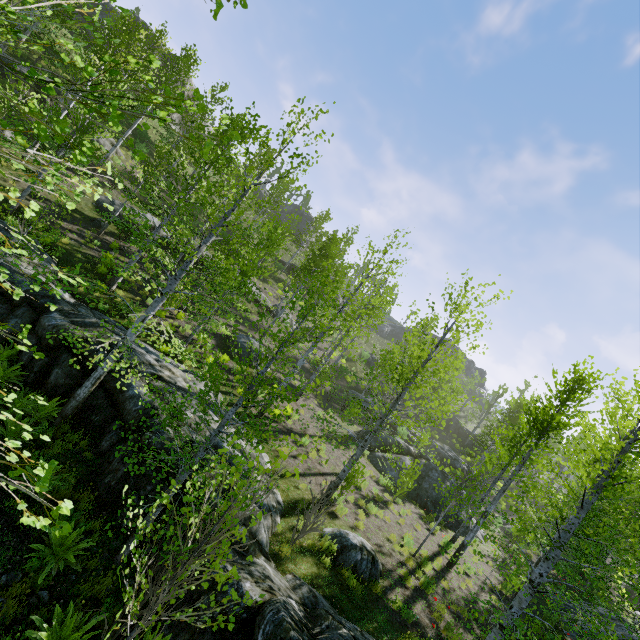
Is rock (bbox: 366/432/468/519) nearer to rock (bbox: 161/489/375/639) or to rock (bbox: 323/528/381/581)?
rock (bbox: 161/489/375/639)

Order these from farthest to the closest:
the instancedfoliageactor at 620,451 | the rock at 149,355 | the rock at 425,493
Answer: the rock at 425,493 → the rock at 149,355 → the instancedfoliageactor at 620,451

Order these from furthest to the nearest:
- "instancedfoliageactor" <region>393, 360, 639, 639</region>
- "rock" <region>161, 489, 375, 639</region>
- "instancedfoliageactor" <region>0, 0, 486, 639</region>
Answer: "instancedfoliageactor" <region>393, 360, 639, 639</region> < "rock" <region>161, 489, 375, 639</region> < "instancedfoliageactor" <region>0, 0, 486, 639</region>

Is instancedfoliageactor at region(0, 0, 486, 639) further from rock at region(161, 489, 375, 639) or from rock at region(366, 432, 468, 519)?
rock at region(366, 432, 468, 519)

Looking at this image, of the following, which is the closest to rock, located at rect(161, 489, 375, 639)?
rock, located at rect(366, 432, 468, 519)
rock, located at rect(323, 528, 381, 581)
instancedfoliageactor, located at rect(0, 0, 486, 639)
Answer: instancedfoliageactor, located at rect(0, 0, 486, 639)

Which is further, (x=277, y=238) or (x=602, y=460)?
(x=277, y=238)

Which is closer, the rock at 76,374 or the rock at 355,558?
the rock at 355,558
